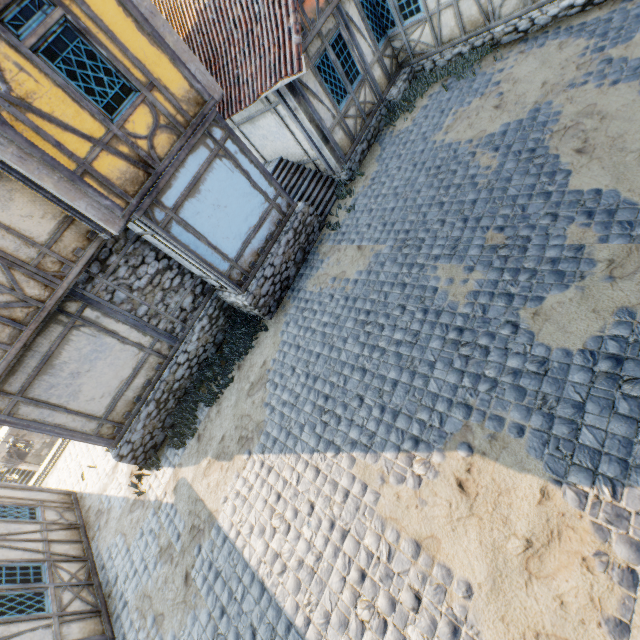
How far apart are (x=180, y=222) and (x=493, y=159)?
6.96m

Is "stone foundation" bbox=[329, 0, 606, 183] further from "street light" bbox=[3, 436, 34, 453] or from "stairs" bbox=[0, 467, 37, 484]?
"stairs" bbox=[0, 467, 37, 484]

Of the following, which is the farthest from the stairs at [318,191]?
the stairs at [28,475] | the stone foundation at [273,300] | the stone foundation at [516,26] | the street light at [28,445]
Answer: the stairs at [28,475]

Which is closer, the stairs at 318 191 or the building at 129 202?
the building at 129 202

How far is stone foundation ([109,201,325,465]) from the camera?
8.4m

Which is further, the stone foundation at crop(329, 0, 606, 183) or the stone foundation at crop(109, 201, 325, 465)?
the stone foundation at crop(109, 201, 325, 465)

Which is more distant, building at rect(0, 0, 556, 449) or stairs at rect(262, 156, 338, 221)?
stairs at rect(262, 156, 338, 221)

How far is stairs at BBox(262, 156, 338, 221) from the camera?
9.9 meters
